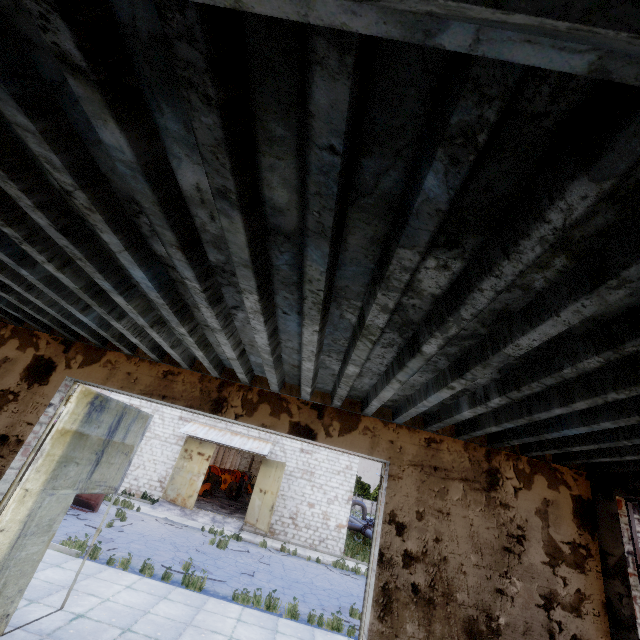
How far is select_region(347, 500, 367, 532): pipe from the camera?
29.9m

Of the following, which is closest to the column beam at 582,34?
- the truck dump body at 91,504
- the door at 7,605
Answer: the door at 7,605

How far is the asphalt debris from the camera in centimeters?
1330cm

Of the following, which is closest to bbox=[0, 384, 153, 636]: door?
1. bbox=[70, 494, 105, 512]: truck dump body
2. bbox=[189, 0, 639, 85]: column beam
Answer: bbox=[189, 0, 639, 85]: column beam

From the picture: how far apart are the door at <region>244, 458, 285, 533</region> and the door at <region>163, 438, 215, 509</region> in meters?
3.3

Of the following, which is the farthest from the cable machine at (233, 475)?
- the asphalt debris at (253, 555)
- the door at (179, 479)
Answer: the asphalt debris at (253, 555)

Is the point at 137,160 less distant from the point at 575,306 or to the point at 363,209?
the point at 363,209

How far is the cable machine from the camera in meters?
38.9 m
